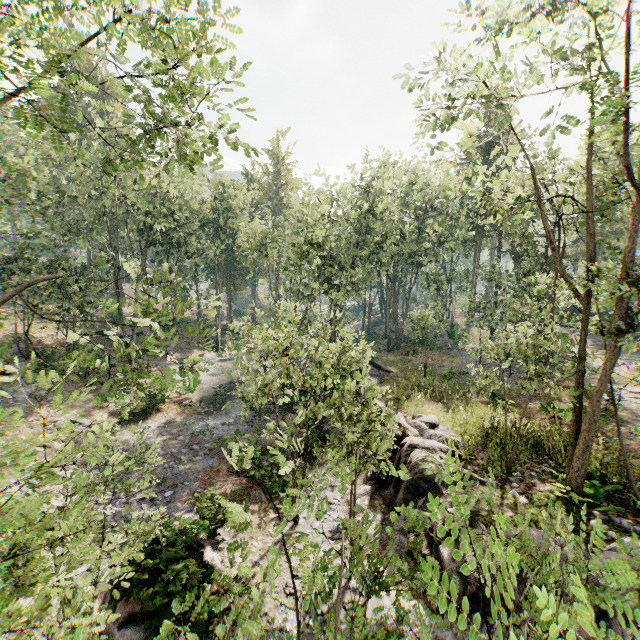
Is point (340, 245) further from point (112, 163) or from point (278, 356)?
point (112, 163)

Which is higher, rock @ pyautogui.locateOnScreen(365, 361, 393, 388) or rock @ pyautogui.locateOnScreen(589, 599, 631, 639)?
rock @ pyautogui.locateOnScreen(365, 361, 393, 388)

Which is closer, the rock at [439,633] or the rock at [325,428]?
the rock at [439,633]

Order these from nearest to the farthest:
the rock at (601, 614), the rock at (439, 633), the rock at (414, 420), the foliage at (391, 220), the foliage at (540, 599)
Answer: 1. the foliage at (540, 599)
2. the foliage at (391, 220)
3. the rock at (601, 614)
4. the rock at (439, 633)
5. the rock at (414, 420)

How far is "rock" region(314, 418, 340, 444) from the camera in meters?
19.2

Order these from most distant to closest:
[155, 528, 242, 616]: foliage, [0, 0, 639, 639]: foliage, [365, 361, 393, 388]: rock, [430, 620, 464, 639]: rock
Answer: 1. [365, 361, 393, 388]: rock
2. [430, 620, 464, 639]: rock
3. [0, 0, 639, 639]: foliage
4. [155, 528, 242, 616]: foliage

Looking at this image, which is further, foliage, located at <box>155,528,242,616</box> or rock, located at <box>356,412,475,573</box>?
rock, located at <box>356,412,475,573</box>
